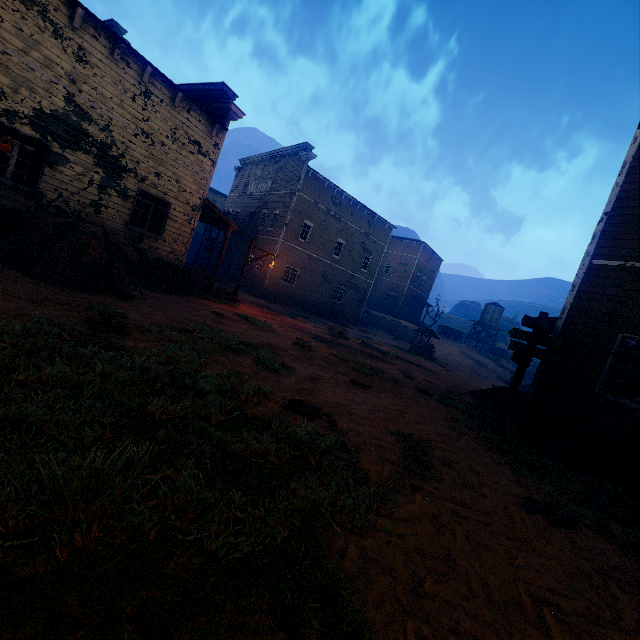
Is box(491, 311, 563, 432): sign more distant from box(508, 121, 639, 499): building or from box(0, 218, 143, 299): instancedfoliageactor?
box(0, 218, 143, 299): instancedfoliageactor

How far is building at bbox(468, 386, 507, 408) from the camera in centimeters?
1255cm

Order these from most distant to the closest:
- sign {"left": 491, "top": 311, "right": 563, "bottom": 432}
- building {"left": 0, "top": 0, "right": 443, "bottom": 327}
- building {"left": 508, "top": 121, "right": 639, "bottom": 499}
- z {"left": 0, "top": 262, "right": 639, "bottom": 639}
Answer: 1. building {"left": 0, "top": 0, "right": 443, "bottom": 327}
2. sign {"left": 491, "top": 311, "right": 563, "bottom": 432}
3. building {"left": 508, "top": 121, "right": 639, "bottom": 499}
4. z {"left": 0, "top": 262, "right": 639, "bottom": 639}

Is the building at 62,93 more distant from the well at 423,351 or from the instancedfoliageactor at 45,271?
the well at 423,351

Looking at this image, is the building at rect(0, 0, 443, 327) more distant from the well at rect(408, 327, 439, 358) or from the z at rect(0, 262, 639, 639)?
the well at rect(408, 327, 439, 358)

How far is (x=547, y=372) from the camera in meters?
8.5 m

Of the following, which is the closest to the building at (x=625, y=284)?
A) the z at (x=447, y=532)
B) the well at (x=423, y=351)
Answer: the z at (x=447, y=532)

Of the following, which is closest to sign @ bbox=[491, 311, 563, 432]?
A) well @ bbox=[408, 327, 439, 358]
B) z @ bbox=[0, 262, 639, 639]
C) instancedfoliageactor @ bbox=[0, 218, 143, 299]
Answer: z @ bbox=[0, 262, 639, 639]
